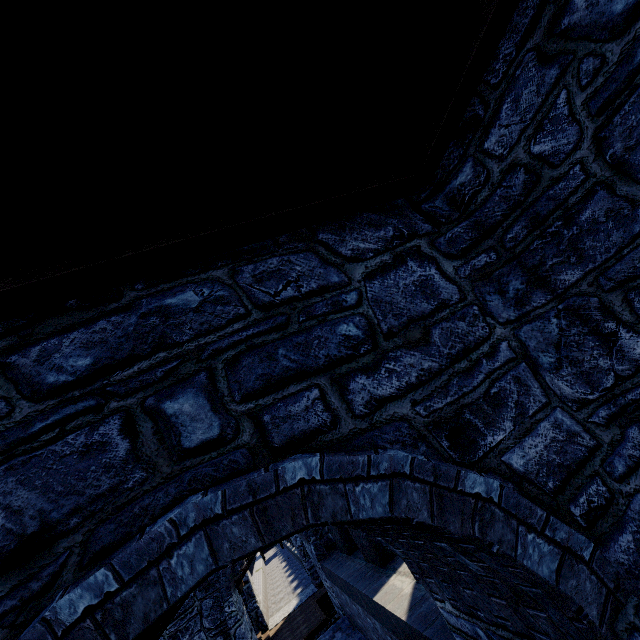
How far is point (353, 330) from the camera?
2.18m
